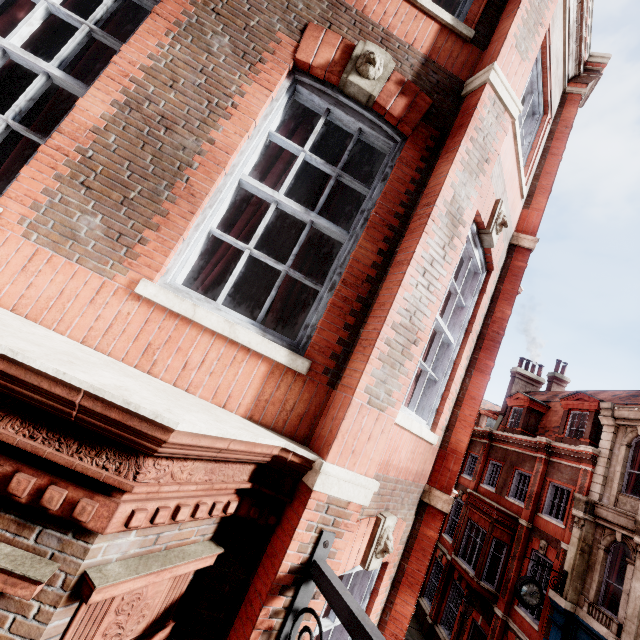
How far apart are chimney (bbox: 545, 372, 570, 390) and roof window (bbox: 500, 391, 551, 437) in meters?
4.7 m

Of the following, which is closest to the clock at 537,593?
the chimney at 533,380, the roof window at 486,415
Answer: the chimney at 533,380

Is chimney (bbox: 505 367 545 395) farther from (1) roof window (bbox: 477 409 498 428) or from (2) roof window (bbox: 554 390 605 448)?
(1) roof window (bbox: 477 409 498 428)

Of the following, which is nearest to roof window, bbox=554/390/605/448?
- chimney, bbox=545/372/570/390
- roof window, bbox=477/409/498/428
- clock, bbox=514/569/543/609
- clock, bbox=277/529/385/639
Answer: clock, bbox=514/569/543/609

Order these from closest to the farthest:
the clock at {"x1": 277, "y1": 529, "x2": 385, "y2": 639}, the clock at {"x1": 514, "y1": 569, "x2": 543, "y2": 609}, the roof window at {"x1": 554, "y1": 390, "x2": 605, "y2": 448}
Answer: the clock at {"x1": 277, "y1": 529, "x2": 385, "y2": 639}, the clock at {"x1": 514, "y1": 569, "x2": 543, "y2": 609}, the roof window at {"x1": 554, "y1": 390, "x2": 605, "y2": 448}

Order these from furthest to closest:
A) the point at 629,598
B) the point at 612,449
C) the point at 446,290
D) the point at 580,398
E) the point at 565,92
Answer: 1. the point at 580,398
2. the point at 612,449
3. the point at 629,598
4. the point at 565,92
5. the point at 446,290

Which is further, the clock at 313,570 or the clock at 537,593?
the clock at 537,593

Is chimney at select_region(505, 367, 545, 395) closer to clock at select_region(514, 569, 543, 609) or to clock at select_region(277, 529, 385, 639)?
clock at select_region(514, 569, 543, 609)
